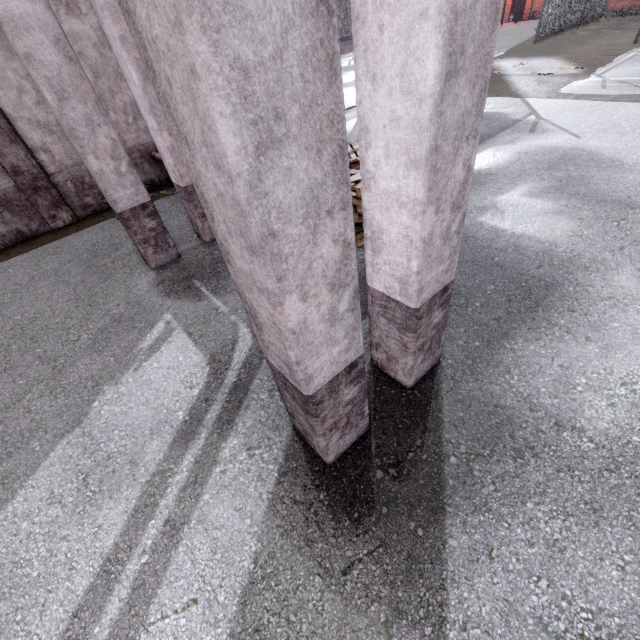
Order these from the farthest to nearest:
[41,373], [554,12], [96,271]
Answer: [554,12] < [96,271] < [41,373]

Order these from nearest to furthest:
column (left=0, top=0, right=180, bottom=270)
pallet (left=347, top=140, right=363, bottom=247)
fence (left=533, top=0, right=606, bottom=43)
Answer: column (left=0, top=0, right=180, bottom=270) → pallet (left=347, top=140, right=363, bottom=247) → fence (left=533, top=0, right=606, bottom=43)

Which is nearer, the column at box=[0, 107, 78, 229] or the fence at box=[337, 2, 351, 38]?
the column at box=[0, 107, 78, 229]

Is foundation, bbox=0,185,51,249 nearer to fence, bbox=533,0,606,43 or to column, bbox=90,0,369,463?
column, bbox=90,0,369,463

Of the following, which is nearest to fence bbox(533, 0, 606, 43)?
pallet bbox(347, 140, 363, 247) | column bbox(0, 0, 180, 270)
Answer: pallet bbox(347, 140, 363, 247)

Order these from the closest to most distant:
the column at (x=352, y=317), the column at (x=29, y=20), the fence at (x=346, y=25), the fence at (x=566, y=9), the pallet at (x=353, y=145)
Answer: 1. the column at (x=352, y=317)
2. the column at (x=29, y=20)
3. the pallet at (x=353, y=145)
4. the fence at (x=566, y=9)
5. the fence at (x=346, y=25)

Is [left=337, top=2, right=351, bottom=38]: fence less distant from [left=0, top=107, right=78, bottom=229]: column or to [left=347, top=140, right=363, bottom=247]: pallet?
[left=347, top=140, right=363, bottom=247]: pallet

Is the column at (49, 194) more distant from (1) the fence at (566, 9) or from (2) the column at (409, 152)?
(1) the fence at (566, 9)
